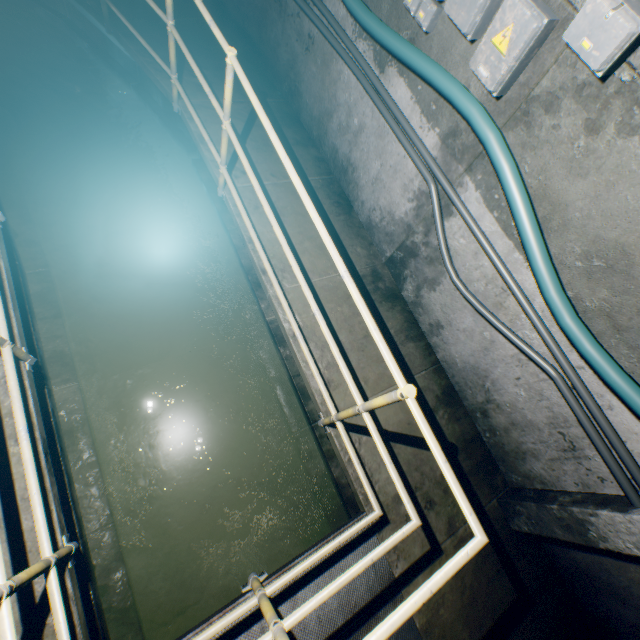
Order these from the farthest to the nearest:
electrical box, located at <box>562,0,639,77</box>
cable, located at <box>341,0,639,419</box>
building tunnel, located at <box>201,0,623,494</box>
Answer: building tunnel, located at <box>201,0,623,494</box> < cable, located at <box>341,0,639,419</box> < electrical box, located at <box>562,0,639,77</box>

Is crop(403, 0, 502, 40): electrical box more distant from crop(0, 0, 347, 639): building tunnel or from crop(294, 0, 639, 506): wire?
crop(294, 0, 639, 506): wire

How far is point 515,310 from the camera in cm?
243

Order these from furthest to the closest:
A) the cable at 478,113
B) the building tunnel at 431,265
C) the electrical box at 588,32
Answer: the building tunnel at 431,265 → the cable at 478,113 → the electrical box at 588,32

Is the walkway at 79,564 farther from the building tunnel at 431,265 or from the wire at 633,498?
the wire at 633,498

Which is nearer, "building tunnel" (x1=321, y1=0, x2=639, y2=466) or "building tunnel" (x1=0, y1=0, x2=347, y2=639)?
"building tunnel" (x1=321, y1=0, x2=639, y2=466)

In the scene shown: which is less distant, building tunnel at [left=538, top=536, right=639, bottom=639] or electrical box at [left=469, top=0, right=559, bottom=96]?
electrical box at [left=469, top=0, right=559, bottom=96]

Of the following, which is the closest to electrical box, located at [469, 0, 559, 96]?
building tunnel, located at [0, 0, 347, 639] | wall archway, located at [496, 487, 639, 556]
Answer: building tunnel, located at [0, 0, 347, 639]
